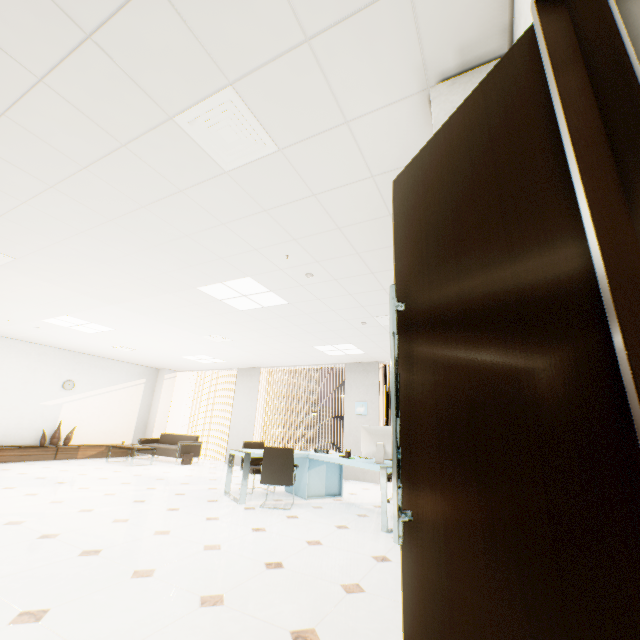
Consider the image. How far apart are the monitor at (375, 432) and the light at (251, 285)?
2.2m

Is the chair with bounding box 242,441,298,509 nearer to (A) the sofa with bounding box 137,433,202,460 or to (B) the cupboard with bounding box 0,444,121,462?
(A) the sofa with bounding box 137,433,202,460

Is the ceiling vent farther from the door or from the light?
the light

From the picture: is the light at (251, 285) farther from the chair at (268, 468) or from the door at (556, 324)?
the door at (556, 324)

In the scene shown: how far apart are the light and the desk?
2.34m

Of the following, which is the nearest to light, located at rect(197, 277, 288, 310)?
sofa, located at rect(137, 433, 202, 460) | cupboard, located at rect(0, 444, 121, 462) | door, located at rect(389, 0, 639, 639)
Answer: door, located at rect(389, 0, 639, 639)

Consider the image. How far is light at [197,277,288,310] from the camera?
4.4 meters

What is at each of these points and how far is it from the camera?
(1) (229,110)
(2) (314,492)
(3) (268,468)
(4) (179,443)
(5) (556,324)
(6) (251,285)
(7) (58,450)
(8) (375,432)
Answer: (1) ceiling vent, 2.0 meters
(2) desk, 5.8 meters
(3) chair, 5.0 meters
(4) sofa, 9.3 meters
(5) door, 0.8 meters
(6) light, 4.4 meters
(7) cupboard, 8.7 meters
(8) monitor, 4.7 meters
